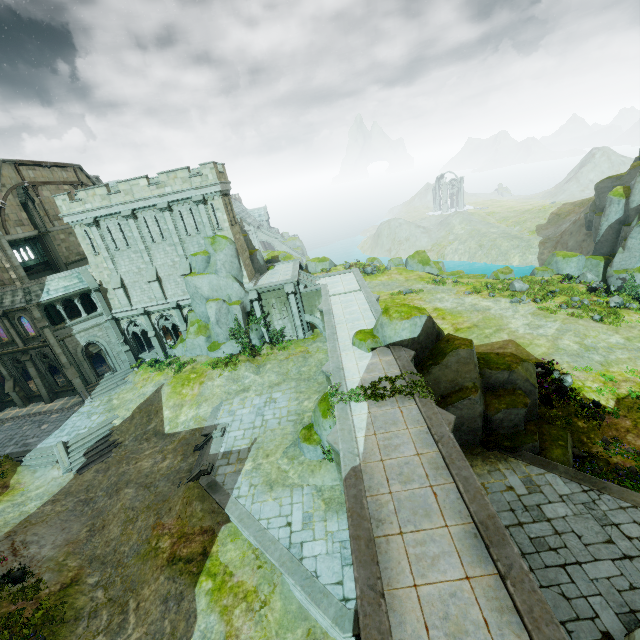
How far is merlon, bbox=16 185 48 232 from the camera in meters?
28.1 m

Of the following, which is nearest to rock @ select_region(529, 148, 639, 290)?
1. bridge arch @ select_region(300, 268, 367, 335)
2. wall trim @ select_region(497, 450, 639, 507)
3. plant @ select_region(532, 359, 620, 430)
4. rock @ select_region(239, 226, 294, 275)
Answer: rock @ select_region(239, 226, 294, 275)

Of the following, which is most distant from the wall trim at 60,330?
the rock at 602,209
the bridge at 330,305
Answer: the rock at 602,209

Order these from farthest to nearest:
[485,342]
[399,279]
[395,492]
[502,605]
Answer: [399,279], [485,342], [395,492], [502,605]

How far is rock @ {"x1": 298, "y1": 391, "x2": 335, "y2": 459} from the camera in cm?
1703

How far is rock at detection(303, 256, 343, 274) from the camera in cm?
4891

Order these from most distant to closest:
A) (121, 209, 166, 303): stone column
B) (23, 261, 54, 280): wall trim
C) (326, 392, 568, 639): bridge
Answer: (23, 261, 54, 280): wall trim < (121, 209, 166, 303): stone column < (326, 392, 568, 639): bridge

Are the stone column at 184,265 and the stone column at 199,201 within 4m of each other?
yes
